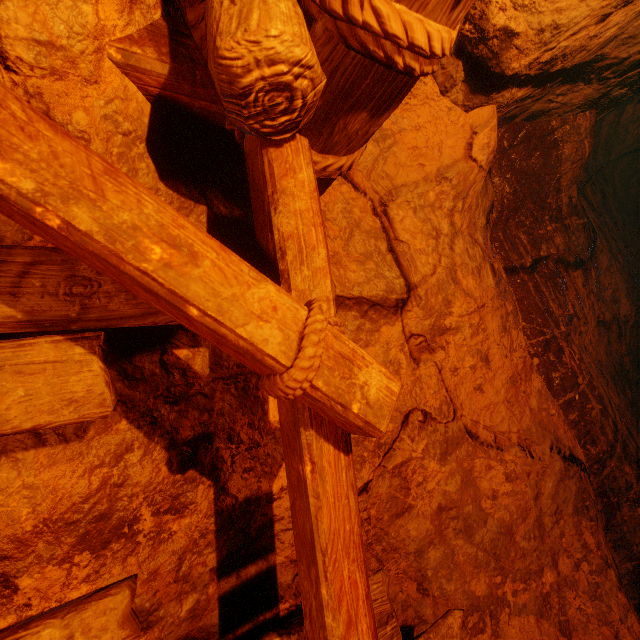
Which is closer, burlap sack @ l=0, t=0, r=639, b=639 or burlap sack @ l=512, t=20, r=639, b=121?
burlap sack @ l=0, t=0, r=639, b=639

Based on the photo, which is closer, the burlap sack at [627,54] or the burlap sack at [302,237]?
the burlap sack at [302,237]

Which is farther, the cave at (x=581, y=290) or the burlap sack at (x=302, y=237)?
the cave at (x=581, y=290)

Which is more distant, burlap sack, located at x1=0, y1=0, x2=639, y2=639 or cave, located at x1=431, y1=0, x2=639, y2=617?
cave, located at x1=431, y1=0, x2=639, y2=617

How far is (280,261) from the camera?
1.02m
